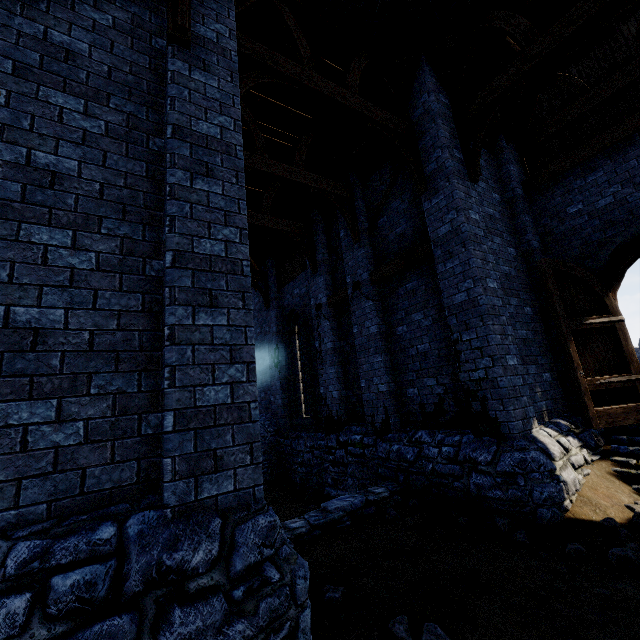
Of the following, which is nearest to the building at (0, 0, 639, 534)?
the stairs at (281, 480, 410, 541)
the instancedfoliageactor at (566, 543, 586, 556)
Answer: the stairs at (281, 480, 410, 541)

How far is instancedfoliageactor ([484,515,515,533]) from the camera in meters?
4.6 m

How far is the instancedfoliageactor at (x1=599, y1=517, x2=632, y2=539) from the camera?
4.07m

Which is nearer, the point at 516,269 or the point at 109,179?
the point at 109,179

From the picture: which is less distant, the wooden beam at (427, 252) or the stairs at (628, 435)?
the stairs at (628, 435)

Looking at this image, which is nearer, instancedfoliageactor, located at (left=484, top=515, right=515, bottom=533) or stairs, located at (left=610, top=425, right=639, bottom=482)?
instancedfoliageactor, located at (left=484, top=515, right=515, bottom=533)

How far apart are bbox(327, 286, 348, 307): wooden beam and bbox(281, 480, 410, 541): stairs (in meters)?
4.96

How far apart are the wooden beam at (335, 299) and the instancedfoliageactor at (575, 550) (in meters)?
6.82
